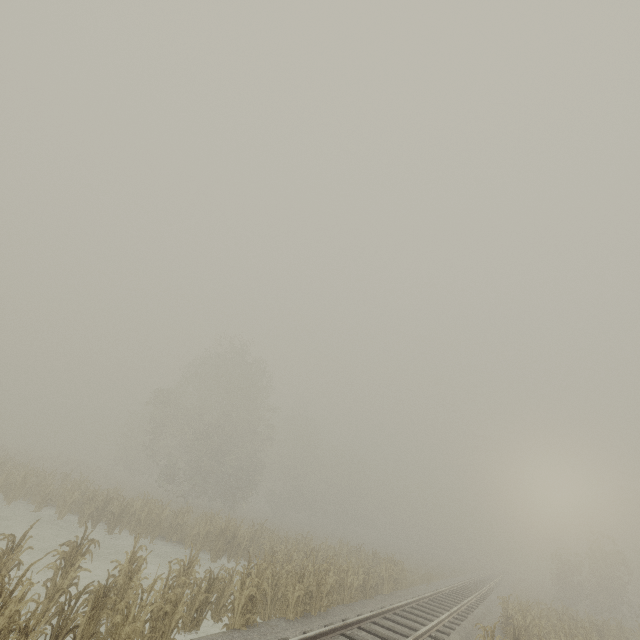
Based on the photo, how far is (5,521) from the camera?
14.5 meters
